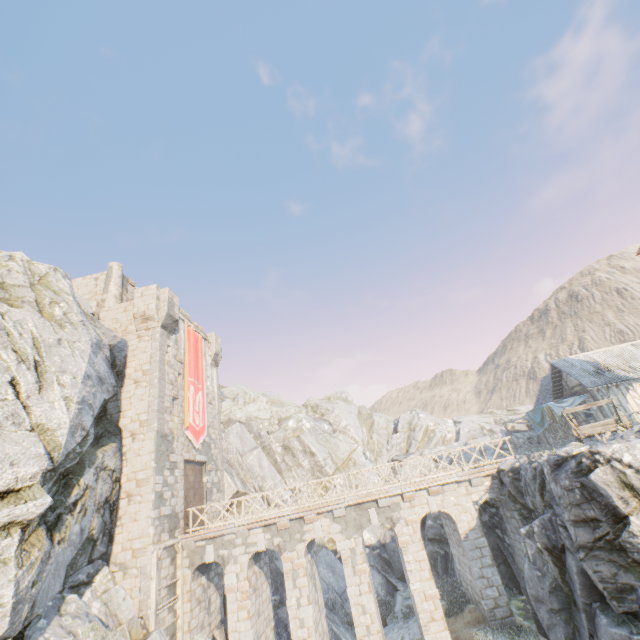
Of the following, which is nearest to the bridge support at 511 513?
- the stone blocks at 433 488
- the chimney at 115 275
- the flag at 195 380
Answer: the stone blocks at 433 488

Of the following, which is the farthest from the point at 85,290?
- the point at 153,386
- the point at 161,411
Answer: the point at 161,411

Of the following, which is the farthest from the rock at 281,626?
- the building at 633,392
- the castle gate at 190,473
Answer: the castle gate at 190,473

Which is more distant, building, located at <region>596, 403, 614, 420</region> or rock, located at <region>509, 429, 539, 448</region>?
rock, located at <region>509, 429, 539, 448</region>

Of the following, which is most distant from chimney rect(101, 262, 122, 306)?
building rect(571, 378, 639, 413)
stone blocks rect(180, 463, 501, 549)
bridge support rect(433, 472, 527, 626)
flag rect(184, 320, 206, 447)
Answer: building rect(571, 378, 639, 413)

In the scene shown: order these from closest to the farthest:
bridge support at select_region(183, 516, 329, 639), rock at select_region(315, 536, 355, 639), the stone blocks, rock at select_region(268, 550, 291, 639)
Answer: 1. bridge support at select_region(183, 516, 329, 639)
2. the stone blocks
3. rock at select_region(268, 550, 291, 639)
4. rock at select_region(315, 536, 355, 639)

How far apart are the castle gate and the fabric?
25.3m

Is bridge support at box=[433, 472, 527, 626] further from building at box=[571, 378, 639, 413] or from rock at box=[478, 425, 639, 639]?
building at box=[571, 378, 639, 413]
